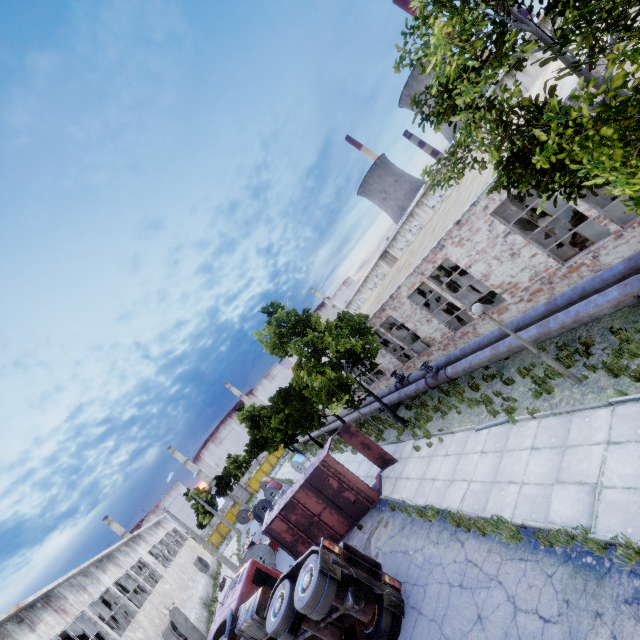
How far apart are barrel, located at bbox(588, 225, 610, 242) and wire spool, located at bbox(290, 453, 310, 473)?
28.4 meters

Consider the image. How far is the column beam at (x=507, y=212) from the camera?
13.76m

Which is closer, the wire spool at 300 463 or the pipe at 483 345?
the pipe at 483 345

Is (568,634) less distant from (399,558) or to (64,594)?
(399,558)

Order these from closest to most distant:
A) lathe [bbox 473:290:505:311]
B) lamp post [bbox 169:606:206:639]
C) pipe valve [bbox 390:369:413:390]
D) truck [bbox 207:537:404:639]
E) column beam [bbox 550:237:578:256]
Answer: truck [bbox 207:537:404:639]
lamp post [bbox 169:606:206:639]
column beam [bbox 550:237:578:256]
lathe [bbox 473:290:505:311]
pipe valve [bbox 390:369:413:390]

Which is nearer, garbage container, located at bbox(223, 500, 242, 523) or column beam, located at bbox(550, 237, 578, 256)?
column beam, located at bbox(550, 237, 578, 256)

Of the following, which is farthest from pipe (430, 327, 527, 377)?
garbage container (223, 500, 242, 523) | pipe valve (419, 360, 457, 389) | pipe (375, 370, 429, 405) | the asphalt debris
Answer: garbage container (223, 500, 242, 523)

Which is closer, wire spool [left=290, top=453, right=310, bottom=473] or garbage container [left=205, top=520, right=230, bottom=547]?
wire spool [left=290, top=453, right=310, bottom=473]
